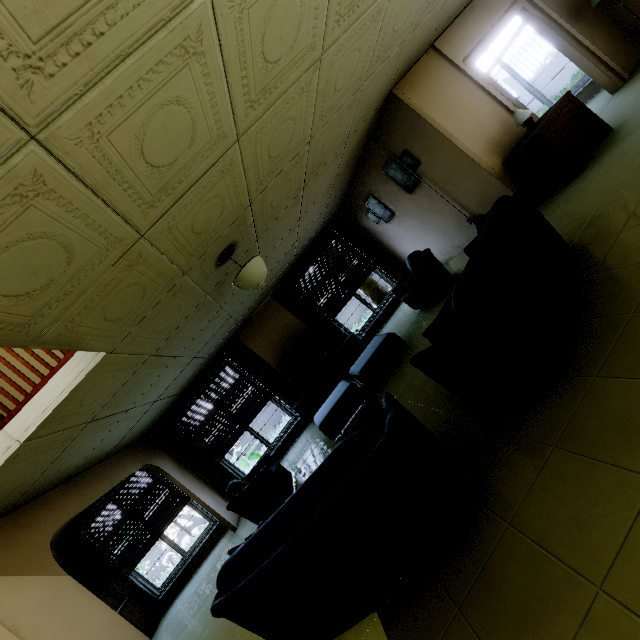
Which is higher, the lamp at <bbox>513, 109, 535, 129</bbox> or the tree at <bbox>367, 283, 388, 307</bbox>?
the lamp at <bbox>513, 109, 535, 129</bbox>

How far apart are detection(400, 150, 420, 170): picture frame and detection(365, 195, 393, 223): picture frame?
0.86m

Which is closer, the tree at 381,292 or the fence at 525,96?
the tree at 381,292

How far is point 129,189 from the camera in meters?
1.8 m

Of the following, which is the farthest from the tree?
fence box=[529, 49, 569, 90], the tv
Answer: fence box=[529, 49, 569, 90]

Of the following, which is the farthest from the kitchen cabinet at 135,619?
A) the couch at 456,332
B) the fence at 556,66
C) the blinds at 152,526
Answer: the fence at 556,66

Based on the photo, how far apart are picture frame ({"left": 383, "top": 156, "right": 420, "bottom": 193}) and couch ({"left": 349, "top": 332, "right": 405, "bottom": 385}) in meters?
2.8

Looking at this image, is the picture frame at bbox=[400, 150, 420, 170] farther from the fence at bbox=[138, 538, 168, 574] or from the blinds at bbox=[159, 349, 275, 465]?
the fence at bbox=[138, 538, 168, 574]
